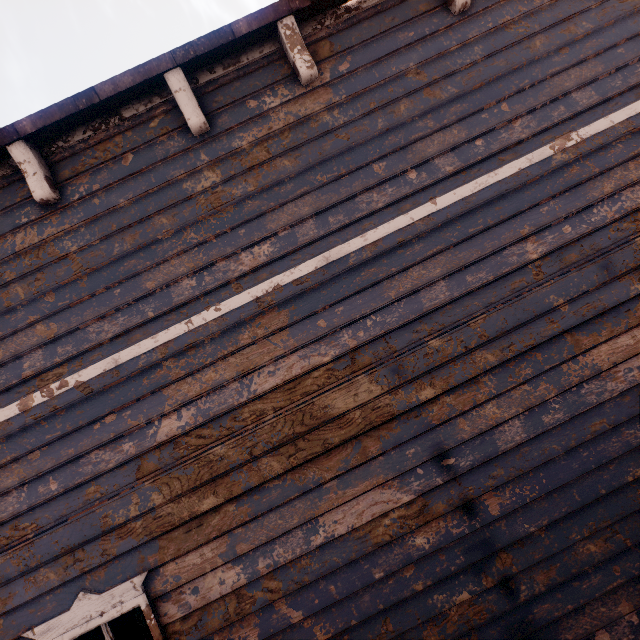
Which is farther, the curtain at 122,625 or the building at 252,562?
the curtain at 122,625

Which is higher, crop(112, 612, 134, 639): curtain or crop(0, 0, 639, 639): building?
crop(0, 0, 639, 639): building

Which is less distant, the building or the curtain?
the building

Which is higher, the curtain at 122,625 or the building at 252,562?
the building at 252,562

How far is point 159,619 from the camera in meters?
2.5 m
